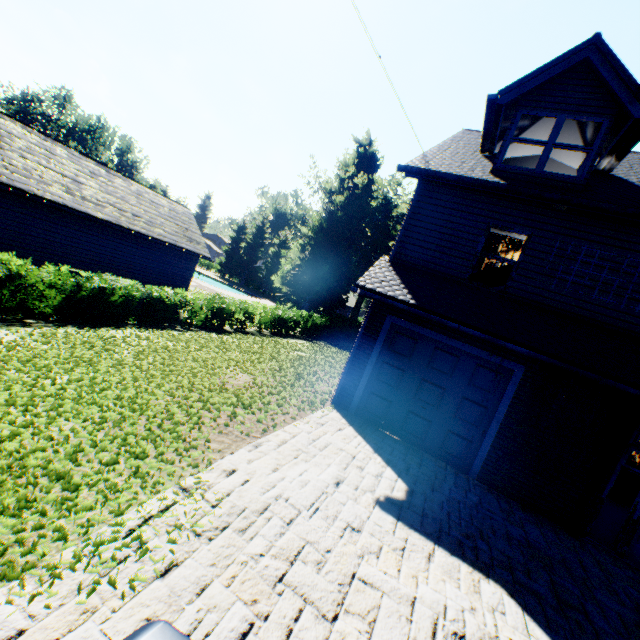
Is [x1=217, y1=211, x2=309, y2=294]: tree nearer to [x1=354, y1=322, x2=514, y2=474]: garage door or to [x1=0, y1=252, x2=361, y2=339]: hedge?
[x1=354, y1=322, x2=514, y2=474]: garage door

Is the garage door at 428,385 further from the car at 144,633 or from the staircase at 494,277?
the car at 144,633

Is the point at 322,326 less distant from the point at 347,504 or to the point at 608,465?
the point at 608,465

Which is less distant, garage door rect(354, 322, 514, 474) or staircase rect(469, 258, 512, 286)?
garage door rect(354, 322, 514, 474)

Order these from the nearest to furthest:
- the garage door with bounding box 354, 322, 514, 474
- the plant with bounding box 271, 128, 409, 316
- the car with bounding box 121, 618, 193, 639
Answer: the car with bounding box 121, 618, 193, 639 < the garage door with bounding box 354, 322, 514, 474 < the plant with bounding box 271, 128, 409, 316

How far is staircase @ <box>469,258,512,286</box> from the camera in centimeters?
Answer: 1025cm

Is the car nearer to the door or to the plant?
the door

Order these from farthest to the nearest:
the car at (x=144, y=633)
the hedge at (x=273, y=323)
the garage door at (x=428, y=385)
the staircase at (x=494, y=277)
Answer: the staircase at (x=494, y=277) < the hedge at (x=273, y=323) < the garage door at (x=428, y=385) < the car at (x=144, y=633)
